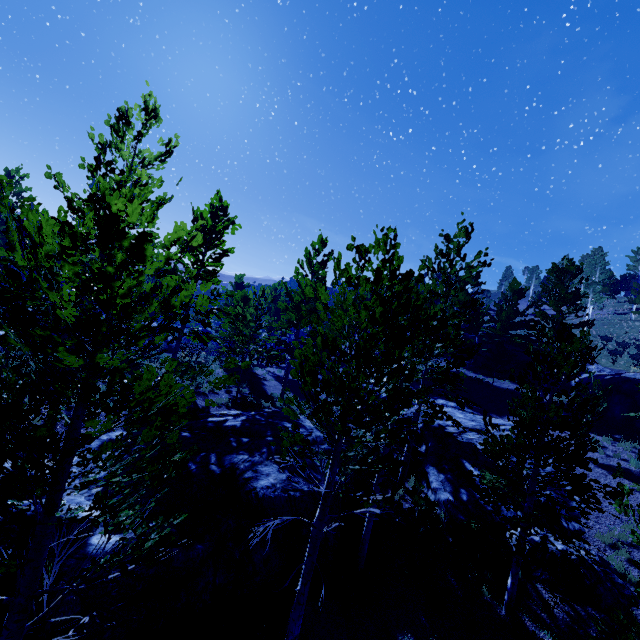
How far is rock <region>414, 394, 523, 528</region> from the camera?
12.72m

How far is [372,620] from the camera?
8.71m

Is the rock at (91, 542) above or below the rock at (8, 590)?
above

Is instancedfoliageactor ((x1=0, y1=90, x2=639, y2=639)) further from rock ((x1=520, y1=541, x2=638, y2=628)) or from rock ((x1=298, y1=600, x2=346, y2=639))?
rock ((x1=520, y1=541, x2=638, y2=628))

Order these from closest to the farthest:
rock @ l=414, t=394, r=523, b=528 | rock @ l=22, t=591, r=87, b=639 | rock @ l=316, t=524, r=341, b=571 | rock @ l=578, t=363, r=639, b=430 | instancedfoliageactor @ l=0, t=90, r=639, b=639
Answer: instancedfoliageactor @ l=0, t=90, r=639, b=639
rock @ l=22, t=591, r=87, b=639
rock @ l=316, t=524, r=341, b=571
rock @ l=414, t=394, r=523, b=528
rock @ l=578, t=363, r=639, b=430

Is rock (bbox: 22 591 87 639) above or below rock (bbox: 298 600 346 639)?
above

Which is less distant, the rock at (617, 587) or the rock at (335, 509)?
the rock at (617, 587)
